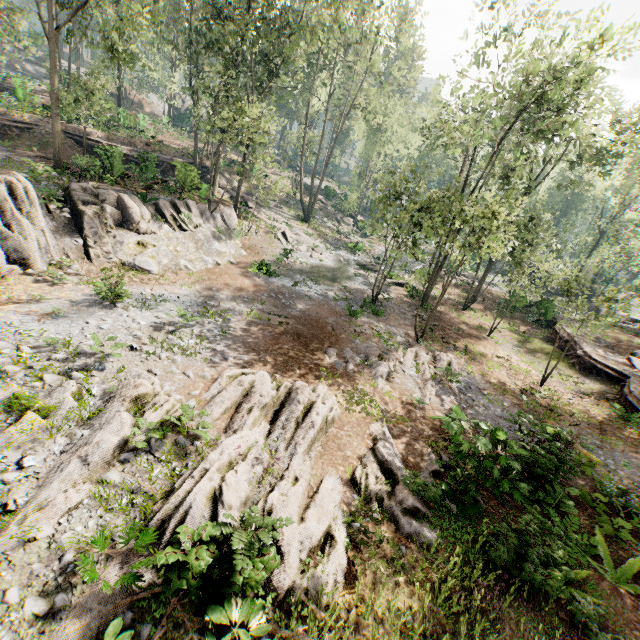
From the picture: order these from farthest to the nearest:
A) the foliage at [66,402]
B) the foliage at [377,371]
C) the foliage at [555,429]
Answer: the foliage at [377,371] → the foliage at [555,429] → the foliage at [66,402]

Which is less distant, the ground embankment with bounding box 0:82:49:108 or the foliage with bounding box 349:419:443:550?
the foliage with bounding box 349:419:443:550

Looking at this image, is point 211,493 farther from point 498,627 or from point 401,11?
point 401,11

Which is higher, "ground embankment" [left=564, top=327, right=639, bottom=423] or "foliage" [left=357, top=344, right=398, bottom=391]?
"ground embankment" [left=564, top=327, right=639, bottom=423]

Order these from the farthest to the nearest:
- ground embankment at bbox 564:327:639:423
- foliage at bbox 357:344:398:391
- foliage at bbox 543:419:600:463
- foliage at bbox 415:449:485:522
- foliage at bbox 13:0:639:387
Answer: foliage at bbox 13:0:639:387
ground embankment at bbox 564:327:639:423
foliage at bbox 357:344:398:391
foliage at bbox 543:419:600:463
foliage at bbox 415:449:485:522

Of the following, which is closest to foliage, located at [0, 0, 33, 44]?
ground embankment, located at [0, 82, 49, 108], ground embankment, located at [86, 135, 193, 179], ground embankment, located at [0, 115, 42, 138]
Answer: ground embankment, located at [86, 135, 193, 179]

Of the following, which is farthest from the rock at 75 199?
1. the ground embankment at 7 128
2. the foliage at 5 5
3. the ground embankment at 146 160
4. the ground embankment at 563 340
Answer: the ground embankment at 563 340
